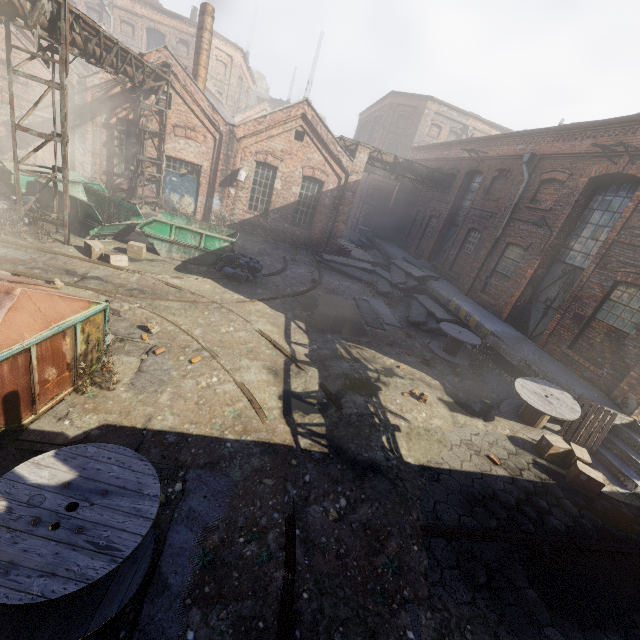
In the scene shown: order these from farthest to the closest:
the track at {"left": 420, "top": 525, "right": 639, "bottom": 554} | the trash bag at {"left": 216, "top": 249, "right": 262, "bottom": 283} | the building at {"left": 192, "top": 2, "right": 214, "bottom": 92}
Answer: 1. the building at {"left": 192, "top": 2, "right": 214, "bottom": 92}
2. the trash bag at {"left": 216, "top": 249, "right": 262, "bottom": 283}
3. the track at {"left": 420, "top": 525, "right": 639, "bottom": 554}

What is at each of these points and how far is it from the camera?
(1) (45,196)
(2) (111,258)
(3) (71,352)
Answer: (1) container, 11.79m
(2) carton, 10.23m
(3) trash container, 5.20m

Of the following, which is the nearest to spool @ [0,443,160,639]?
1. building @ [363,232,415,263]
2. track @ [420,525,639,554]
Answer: track @ [420,525,639,554]

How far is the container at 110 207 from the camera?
11.42m

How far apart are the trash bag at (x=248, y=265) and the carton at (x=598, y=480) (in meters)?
10.17

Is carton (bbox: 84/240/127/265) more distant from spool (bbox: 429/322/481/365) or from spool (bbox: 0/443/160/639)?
spool (bbox: 429/322/481/365)

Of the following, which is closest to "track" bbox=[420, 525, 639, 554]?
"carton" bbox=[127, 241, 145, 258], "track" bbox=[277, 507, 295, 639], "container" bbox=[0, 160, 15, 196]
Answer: "track" bbox=[277, 507, 295, 639]

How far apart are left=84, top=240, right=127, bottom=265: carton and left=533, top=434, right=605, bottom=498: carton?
13.03m
